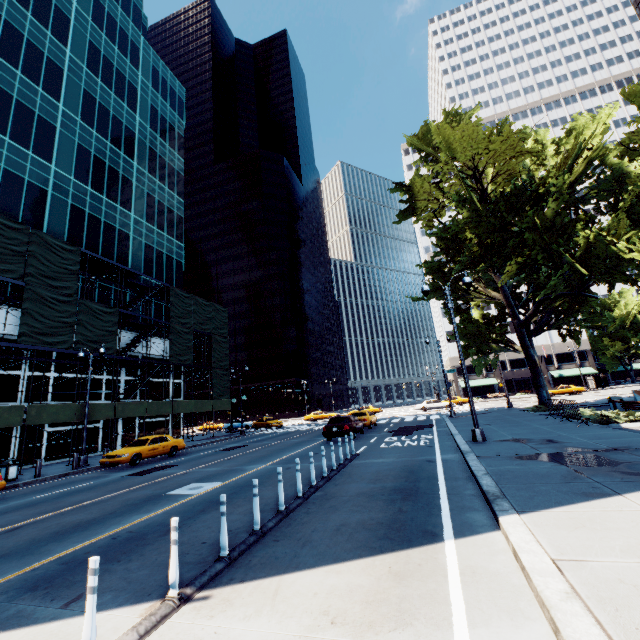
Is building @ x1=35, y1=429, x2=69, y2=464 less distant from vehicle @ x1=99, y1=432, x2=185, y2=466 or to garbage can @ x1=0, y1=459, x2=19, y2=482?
garbage can @ x1=0, y1=459, x2=19, y2=482

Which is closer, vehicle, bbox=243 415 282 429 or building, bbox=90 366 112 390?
building, bbox=90 366 112 390

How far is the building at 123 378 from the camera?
30.16m

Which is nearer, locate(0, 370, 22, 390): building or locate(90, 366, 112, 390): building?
locate(0, 370, 22, 390): building

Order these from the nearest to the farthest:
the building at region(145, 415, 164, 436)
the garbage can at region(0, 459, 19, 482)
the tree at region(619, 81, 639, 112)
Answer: the garbage can at region(0, 459, 19, 482) → the tree at region(619, 81, 639, 112) → the building at region(145, 415, 164, 436)

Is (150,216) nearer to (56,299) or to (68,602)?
(56,299)

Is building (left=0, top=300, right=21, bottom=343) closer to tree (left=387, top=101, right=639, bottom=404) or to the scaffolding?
the scaffolding

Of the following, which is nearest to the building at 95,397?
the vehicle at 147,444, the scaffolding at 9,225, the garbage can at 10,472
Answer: the scaffolding at 9,225
